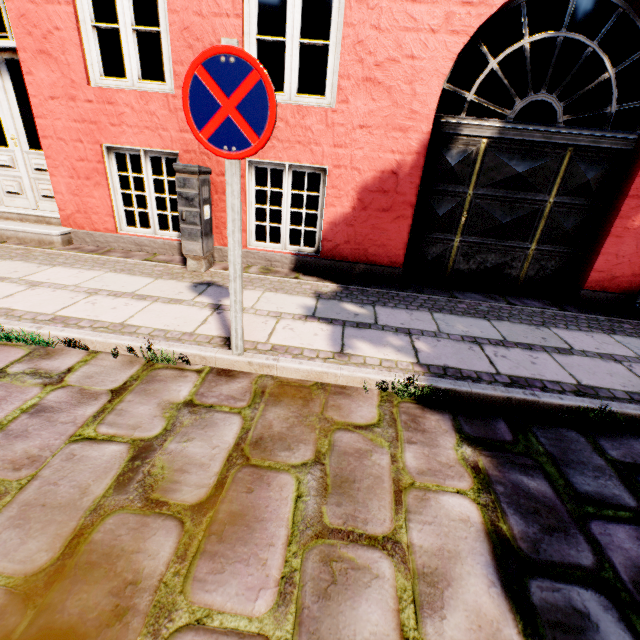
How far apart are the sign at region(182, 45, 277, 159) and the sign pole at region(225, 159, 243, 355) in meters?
0.0

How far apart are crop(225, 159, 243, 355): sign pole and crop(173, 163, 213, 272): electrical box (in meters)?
2.04

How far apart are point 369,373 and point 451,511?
1.06m

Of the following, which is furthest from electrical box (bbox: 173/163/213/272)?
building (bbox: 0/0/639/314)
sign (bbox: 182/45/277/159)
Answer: building (bbox: 0/0/639/314)

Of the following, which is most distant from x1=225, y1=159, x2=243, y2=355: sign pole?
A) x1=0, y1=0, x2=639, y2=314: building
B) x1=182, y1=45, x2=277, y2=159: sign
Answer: x1=0, y1=0, x2=639, y2=314: building

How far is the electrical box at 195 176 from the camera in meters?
3.8

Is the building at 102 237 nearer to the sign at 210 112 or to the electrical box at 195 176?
the sign at 210 112

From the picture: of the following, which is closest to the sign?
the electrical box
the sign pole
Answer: the sign pole
